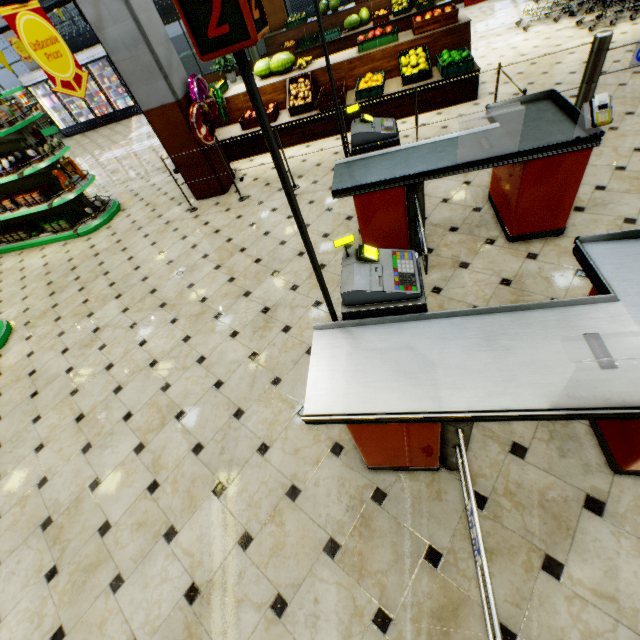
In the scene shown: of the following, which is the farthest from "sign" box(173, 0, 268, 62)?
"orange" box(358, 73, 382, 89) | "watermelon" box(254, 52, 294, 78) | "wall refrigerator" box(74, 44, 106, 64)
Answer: "wall refrigerator" box(74, 44, 106, 64)

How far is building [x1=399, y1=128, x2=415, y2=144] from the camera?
5.4 meters

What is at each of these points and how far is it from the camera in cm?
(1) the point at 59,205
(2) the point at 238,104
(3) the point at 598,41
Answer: (1) shelf, 673
(2) wooden stand, 695
(3) rail gate base, 368

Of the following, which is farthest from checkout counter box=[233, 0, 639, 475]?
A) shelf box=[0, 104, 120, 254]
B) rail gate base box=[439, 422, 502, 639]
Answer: shelf box=[0, 104, 120, 254]

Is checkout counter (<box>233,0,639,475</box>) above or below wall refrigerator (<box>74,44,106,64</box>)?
below

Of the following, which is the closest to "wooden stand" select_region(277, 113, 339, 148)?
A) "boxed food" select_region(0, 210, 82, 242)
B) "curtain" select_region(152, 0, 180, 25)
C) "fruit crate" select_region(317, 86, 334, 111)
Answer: "fruit crate" select_region(317, 86, 334, 111)

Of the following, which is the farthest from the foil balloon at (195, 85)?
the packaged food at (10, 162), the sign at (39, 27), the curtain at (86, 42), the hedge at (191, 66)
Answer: the curtain at (86, 42)

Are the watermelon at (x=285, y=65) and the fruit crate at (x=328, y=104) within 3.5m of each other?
yes
